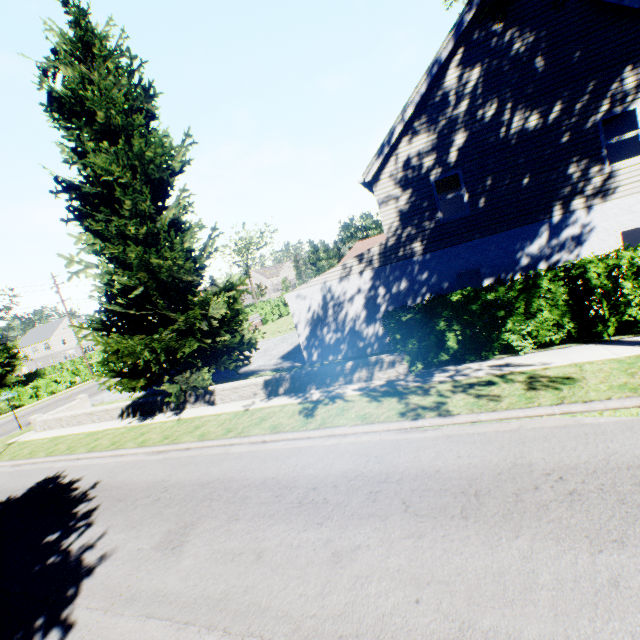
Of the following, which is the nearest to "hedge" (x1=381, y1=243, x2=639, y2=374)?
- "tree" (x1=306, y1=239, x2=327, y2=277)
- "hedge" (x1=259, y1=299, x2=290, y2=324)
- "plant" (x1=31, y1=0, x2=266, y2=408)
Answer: "hedge" (x1=259, y1=299, x2=290, y2=324)

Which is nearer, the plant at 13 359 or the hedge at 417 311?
the hedge at 417 311

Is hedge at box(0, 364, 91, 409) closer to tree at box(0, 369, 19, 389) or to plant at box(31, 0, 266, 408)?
tree at box(0, 369, 19, 389)

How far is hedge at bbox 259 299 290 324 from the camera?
39.2 meters

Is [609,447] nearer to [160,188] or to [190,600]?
[190,600]

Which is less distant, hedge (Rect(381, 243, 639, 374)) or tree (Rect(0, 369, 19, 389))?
hedge (Rect(381, 243, 639, 374))

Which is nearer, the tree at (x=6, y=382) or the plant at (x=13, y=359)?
the tree at (x=6, y=382)
